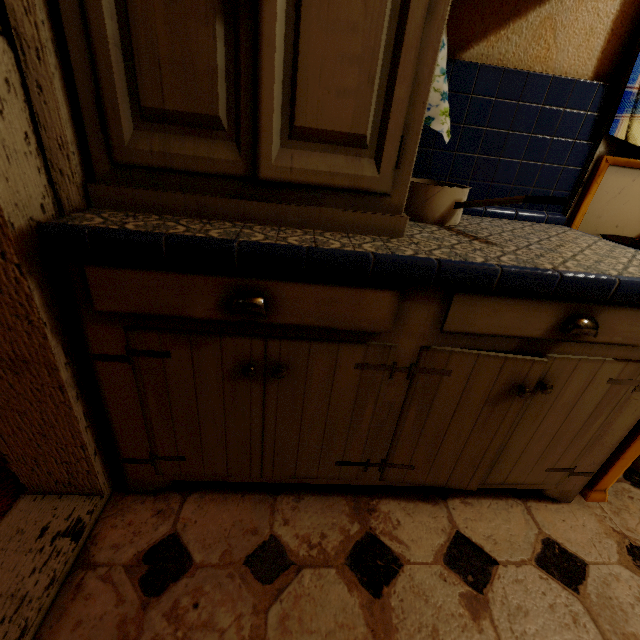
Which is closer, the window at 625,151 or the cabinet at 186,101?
the cabinet at 186,101

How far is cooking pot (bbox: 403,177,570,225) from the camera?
0.8m

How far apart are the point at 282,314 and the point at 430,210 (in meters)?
0.58

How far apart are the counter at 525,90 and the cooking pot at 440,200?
0.0 meters

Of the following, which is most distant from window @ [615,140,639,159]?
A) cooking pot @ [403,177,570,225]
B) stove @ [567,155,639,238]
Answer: cooking pot @ [403,177,570,225]

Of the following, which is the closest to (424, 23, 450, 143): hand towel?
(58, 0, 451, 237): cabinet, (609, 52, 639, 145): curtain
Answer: (58, 0, 451, 237): cabinet

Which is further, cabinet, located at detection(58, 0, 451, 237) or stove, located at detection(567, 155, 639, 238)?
stove, located at detection(567, 155, 639, 238)

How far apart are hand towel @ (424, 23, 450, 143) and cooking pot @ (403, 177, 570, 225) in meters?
0.1 m
